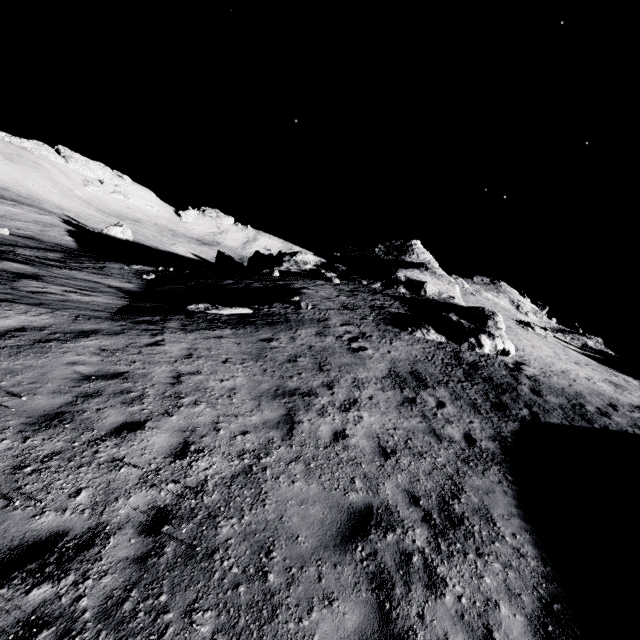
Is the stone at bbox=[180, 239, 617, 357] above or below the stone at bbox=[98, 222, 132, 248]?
above

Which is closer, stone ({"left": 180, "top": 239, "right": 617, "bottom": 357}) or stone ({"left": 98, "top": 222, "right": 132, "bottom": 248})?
stone ({"left": 180, "top": 239, "right": 617, "bottom": 357})

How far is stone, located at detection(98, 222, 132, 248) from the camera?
50.19m

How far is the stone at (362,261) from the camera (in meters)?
Answer: 19.66

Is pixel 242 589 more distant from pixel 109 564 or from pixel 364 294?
pixel 364 294

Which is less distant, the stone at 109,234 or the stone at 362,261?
the stone at 362,261

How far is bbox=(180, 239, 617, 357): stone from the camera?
19.7 meters
